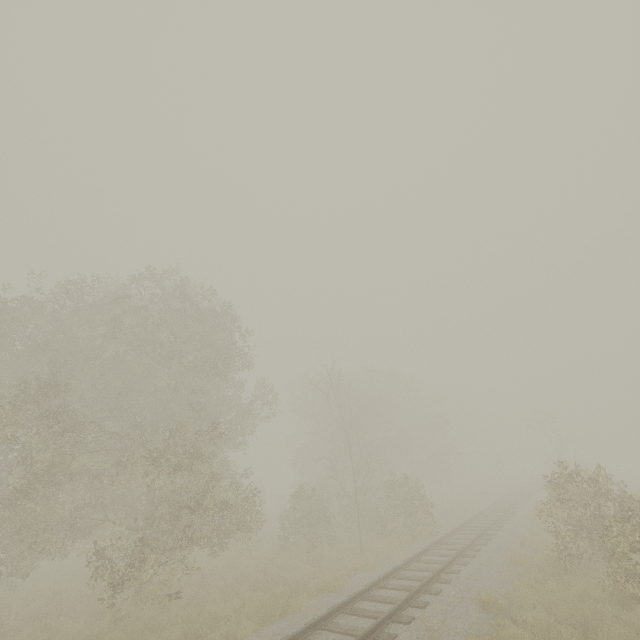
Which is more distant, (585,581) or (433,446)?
(433,446)
